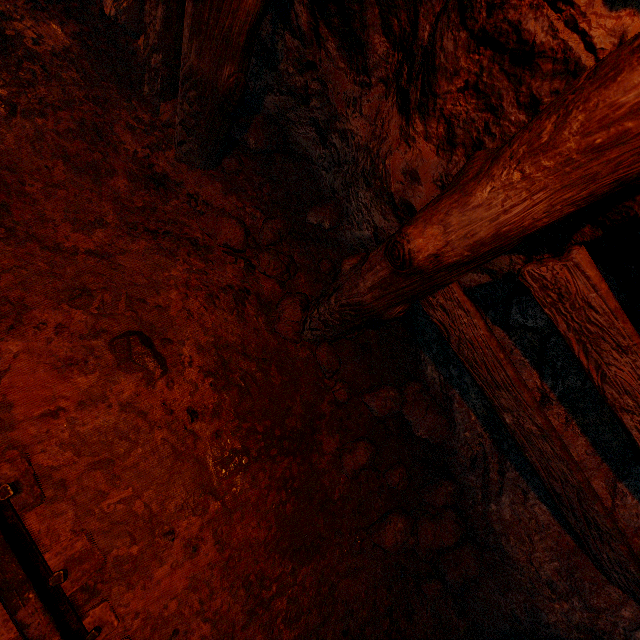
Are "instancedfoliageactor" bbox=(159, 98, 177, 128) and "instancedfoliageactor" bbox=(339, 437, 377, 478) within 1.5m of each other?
no

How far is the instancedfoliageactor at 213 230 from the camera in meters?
2.2 m

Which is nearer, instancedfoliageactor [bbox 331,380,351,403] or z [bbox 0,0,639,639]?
z [bbox 0,0,639,639]

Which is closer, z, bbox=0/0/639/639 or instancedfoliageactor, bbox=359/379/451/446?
z, bbox=0/0/639/639

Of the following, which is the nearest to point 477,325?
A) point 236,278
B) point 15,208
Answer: point 236,278

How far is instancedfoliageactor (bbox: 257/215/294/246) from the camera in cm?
243

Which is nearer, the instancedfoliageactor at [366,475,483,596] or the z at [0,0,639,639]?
the z at [0,0,639,639]

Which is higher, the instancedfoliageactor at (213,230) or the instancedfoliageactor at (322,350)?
the instancedfoliageactor at (213,230)
